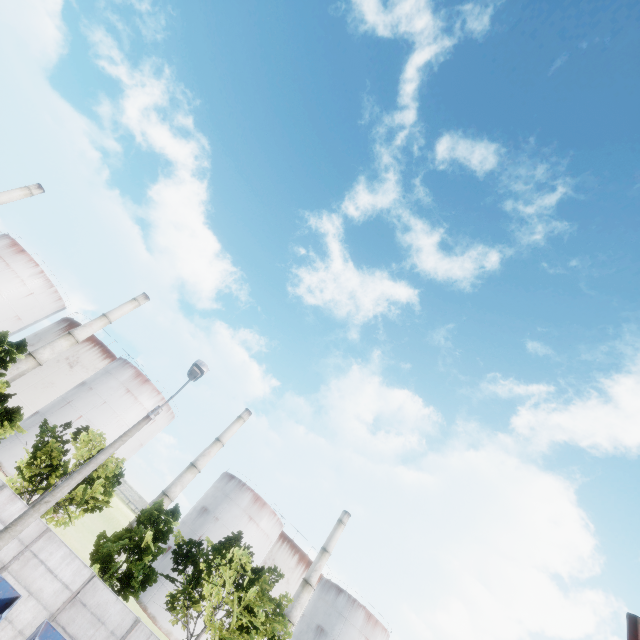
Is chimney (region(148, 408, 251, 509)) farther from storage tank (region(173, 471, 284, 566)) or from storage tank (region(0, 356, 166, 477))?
storage tank (region(0, 356, 166, 477))

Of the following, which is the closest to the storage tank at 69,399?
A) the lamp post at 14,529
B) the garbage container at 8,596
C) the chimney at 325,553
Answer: the chimney at 325,553

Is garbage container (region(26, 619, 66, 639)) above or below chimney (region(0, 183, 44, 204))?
below

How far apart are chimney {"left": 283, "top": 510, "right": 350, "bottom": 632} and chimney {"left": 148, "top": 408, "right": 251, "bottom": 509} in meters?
21.6 m

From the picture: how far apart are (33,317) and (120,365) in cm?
1499

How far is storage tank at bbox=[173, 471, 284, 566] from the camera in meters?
44.1

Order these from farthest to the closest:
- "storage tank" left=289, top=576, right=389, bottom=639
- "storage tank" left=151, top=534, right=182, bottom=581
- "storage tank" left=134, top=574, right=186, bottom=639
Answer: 1. "storage tank" left=289, top=576, right=389, bottom=639
2. "storage tank" left=151, top=534, right=182, bottom=581
3. "storage tank" left=134, top=574, right=186, bottom=639

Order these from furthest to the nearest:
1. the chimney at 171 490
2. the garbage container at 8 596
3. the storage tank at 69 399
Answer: the chimney at 171 490, the storage tank at 69 399, the garbage container at 8 596
